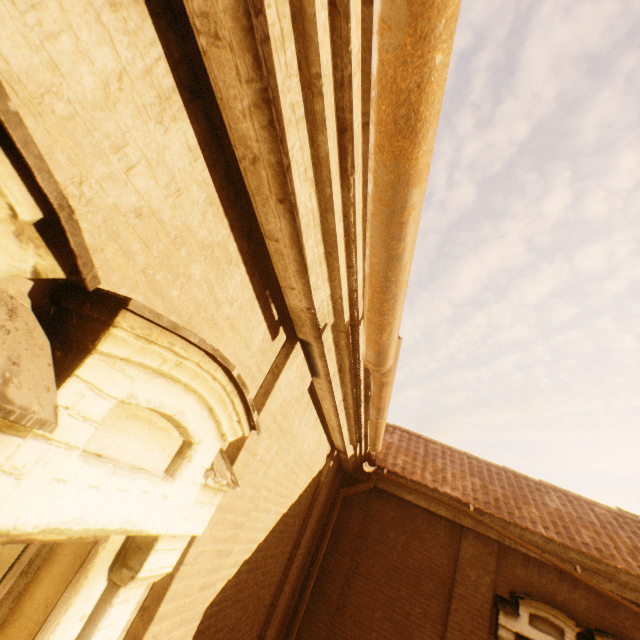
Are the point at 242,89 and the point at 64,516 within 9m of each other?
yes
